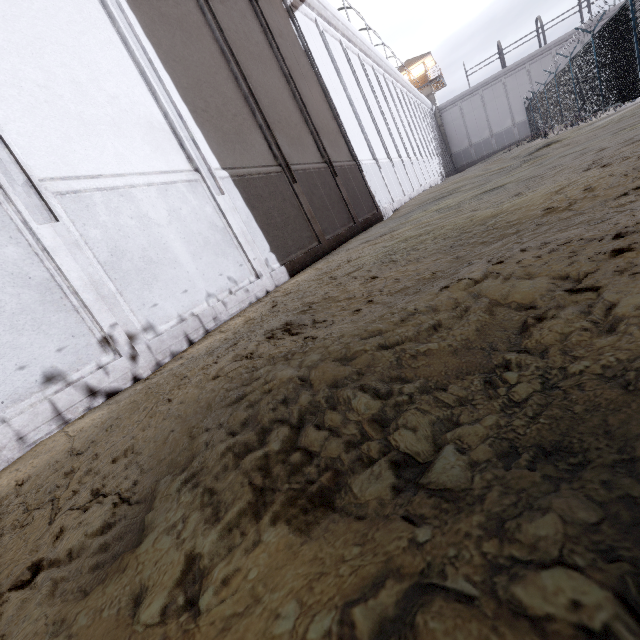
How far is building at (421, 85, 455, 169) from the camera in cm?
4135

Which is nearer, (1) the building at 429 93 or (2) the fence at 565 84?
(2) the fence at 565 84

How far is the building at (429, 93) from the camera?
41.35m

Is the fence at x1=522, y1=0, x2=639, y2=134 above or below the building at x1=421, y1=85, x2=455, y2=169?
below

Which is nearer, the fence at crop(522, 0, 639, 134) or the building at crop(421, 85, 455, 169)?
the fence at crop(522, 0, 639, 134)

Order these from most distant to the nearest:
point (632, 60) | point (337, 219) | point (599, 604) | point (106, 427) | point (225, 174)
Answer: point (632, 60) < point (337, 219) < point (225, 174) < point (106, 427) < point (599, 604)
